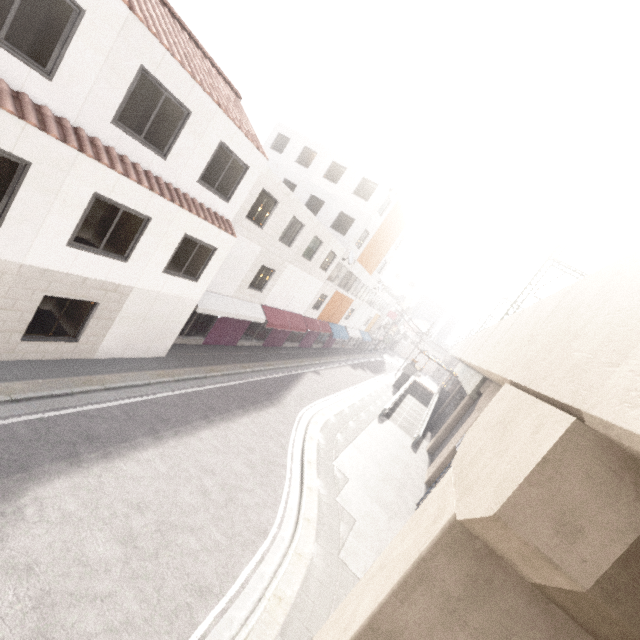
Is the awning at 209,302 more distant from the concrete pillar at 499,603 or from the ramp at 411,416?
the concrete pillar at 499,603

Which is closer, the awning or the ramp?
the awning

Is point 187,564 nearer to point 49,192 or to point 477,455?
point 477,455

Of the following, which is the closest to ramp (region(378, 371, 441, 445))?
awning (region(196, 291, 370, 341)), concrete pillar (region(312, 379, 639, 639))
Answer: concrete pillar (region(312, 379, 639, 639))

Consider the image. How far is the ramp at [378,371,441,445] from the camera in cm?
2507

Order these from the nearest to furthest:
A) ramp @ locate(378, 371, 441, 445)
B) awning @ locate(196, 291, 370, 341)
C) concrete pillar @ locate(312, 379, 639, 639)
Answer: concrete pillar @ locate(312, 379, 639, 639) < awning @ locate(196, 291, 370, 341) < ramp @ locate(378, 371, 441, 445)

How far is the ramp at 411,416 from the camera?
25.1m
